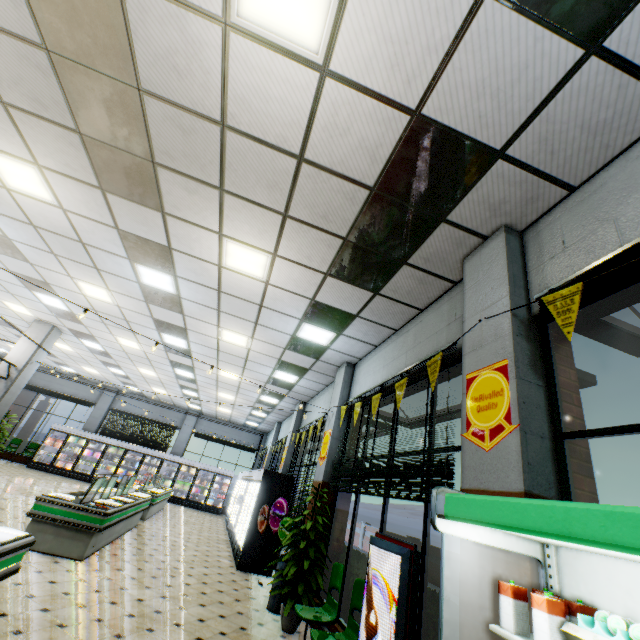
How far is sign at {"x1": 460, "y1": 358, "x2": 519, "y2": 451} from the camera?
2.74m

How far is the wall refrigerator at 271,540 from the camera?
7.95m

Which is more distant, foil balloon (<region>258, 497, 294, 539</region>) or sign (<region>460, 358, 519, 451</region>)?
foil balloon (<region>258, 497, 294, 539</region>)

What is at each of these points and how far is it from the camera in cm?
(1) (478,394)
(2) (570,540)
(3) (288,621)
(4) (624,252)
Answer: (1) sign, 313
(2) refrigerated case, 128
(3) plant, 501
(4) curtain, 236

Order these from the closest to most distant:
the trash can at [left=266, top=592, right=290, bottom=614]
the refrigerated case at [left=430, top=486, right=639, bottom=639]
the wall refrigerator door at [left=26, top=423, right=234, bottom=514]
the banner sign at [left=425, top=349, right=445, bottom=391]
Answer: the refrigerated case at [left=430, top=486, right=639, bottom=639] → the banner sign at [left=425, top=349, right=445, bottom=391] → the trash can at [left=266, top=592, right=290, bottom=614] → the wall refrigerator door at [left=26, top=423, right=234, bottom=514]

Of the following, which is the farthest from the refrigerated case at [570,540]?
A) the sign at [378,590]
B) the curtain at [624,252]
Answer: the curtain at [624,252]

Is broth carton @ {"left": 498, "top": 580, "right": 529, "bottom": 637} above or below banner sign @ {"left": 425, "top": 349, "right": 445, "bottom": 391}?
below

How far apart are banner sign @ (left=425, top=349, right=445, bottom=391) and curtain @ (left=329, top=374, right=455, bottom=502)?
0.1 meters
